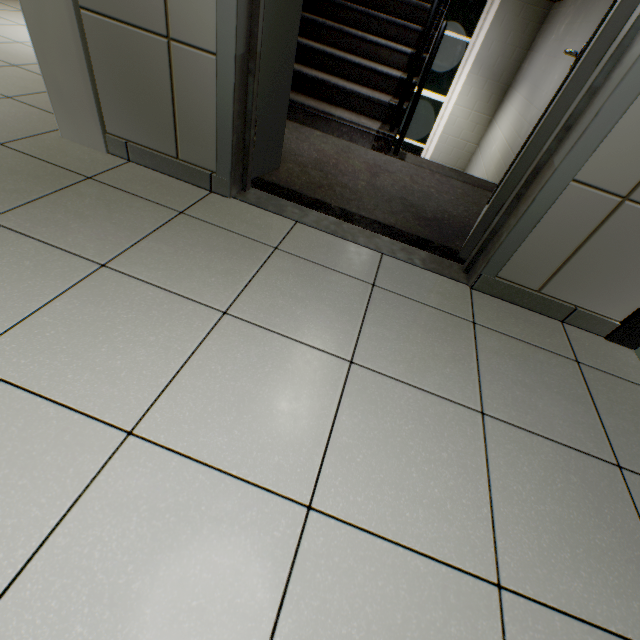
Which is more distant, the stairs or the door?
the stairs

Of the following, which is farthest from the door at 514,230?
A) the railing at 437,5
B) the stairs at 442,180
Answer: the railing at 437,5

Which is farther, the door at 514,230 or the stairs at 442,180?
the stairs at 442,180

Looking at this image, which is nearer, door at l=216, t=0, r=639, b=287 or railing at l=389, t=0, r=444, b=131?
door at l=216, t=0, r=639, b=287

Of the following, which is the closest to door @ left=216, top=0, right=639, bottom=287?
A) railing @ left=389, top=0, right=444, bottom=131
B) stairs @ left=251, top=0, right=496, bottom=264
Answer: stairs @ left=251, top=0, right=496, bottom=264

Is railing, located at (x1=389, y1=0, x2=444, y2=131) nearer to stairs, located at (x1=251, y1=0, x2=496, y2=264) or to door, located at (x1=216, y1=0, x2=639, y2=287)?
stairs, located at (x1=251, y1=0, x2=496, y2=264)

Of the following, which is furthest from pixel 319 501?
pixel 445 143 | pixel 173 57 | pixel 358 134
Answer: pixel 445 143
